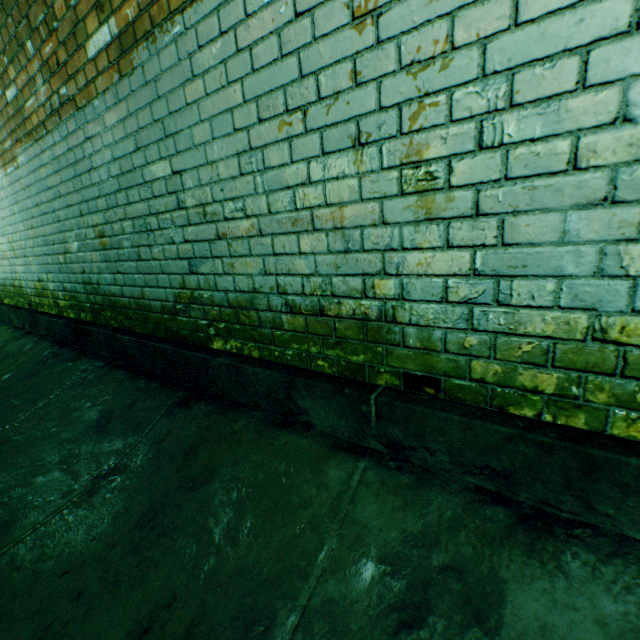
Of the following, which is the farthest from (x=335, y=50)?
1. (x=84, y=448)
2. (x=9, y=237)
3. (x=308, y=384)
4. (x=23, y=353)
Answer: (x=9, y=237)
